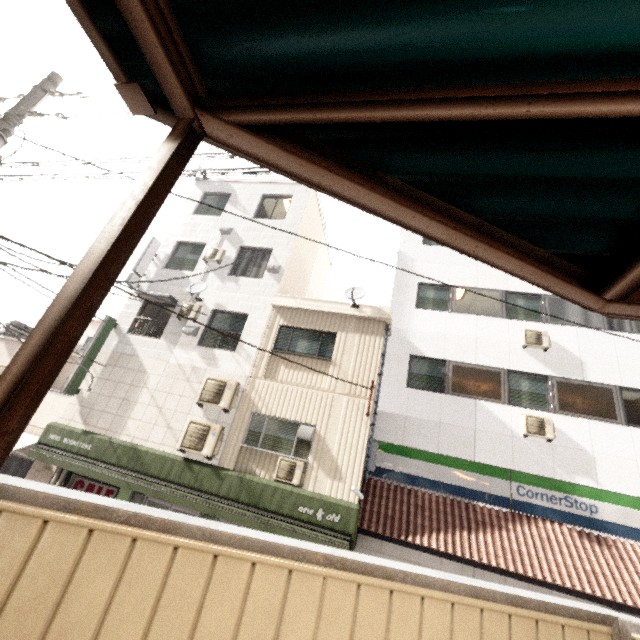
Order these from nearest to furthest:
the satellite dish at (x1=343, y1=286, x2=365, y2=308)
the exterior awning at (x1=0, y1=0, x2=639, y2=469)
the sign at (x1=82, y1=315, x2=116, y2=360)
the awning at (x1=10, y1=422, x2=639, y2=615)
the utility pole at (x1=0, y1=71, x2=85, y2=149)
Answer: the exterior awning at (x1=0, y1=0, x2=639, y2=469), the utility pole at (x1=0, y1=71, x2=85, y2=149), the awning at (x1=10, y1=422, x2=639, y2=615), the satellite dish at (x1=343, y1=286, x2=365, y2=308), the sign at (x1=82, y1=315, x2=116, y2=360)

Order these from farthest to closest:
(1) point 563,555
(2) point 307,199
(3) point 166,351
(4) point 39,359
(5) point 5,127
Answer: (2) point 307,199 < (3) point 166,351 < (1) point 563,555 < (5) point 5,127 < (4) point 39,359

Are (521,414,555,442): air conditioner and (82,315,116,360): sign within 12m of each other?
no

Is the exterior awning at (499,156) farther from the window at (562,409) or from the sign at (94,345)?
the sign at (94,345)

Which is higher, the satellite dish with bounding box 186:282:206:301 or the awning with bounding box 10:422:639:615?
the satellite dish with bounding box 186:282:206:301

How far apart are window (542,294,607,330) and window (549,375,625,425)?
1.7m

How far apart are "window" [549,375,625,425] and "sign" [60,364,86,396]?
14.9 meters

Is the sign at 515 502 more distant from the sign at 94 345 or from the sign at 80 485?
the sign at 94 345
